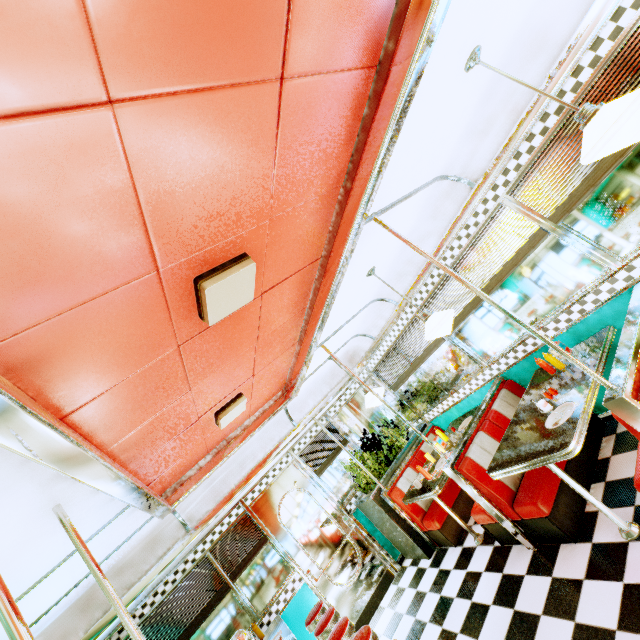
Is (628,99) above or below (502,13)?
below

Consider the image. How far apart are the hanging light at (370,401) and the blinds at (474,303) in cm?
Result: 124

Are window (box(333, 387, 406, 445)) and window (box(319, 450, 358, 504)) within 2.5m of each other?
yes

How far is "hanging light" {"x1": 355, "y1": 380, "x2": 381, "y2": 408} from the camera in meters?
4.8 m

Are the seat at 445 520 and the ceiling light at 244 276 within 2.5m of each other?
no

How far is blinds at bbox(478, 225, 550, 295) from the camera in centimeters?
322cm

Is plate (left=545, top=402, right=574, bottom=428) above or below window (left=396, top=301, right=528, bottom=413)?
below

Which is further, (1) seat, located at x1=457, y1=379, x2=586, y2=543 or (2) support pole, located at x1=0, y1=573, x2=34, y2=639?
(1) seat, located at x1=457, y1=379, x2=586, y2=543
